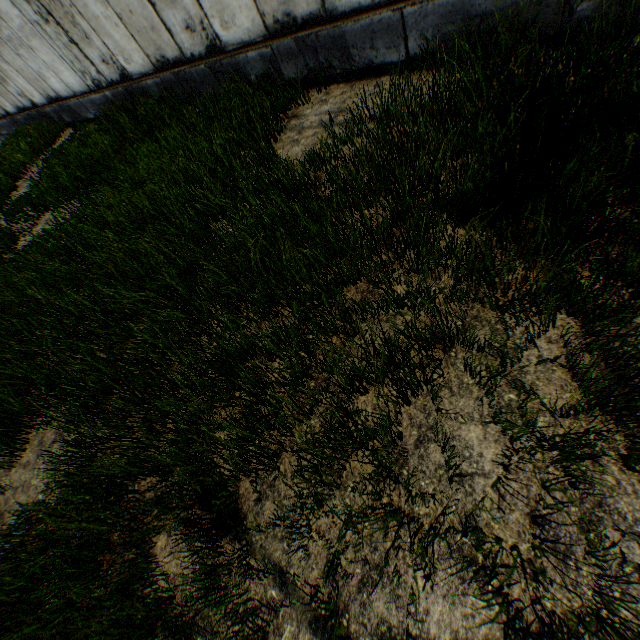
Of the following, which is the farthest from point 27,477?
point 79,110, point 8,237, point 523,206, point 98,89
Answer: point 79,110
